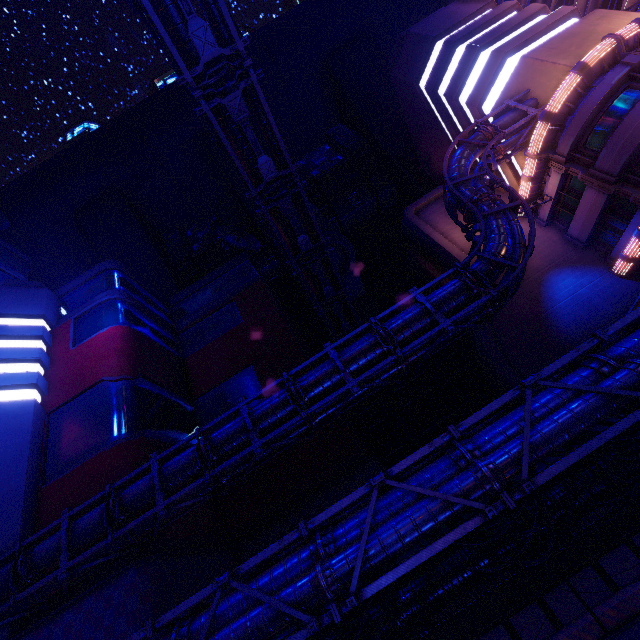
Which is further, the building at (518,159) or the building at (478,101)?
the building at (518,159)

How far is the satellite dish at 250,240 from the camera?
38.84m

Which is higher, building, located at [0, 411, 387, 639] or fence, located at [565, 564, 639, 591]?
building, located at [0, 411, 387, 639]

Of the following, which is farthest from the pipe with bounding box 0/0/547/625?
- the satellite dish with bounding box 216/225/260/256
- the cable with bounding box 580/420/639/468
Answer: the satellite dish with bounding box 216/225/260/256

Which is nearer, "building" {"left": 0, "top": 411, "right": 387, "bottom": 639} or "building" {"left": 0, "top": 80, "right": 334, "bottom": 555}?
"building" {"left": 0, "top": 411, "right": 387, "bottom": 639}

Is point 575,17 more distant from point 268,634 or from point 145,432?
point 145,432

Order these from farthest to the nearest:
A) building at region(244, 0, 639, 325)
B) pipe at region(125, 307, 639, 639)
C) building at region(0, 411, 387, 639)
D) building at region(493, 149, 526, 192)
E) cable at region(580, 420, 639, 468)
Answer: building at region(493, 149, 526, 192)
building at region(244, 0, 639, 325)
building at region(0, 411, 387, 639)
cable at region(580, 420, 639, 468)
pipe at region(125, 307, 639, 639)

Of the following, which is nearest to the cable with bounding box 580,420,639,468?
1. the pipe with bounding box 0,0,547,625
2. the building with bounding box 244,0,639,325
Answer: the pipe with bounding box 0,0,547,625
